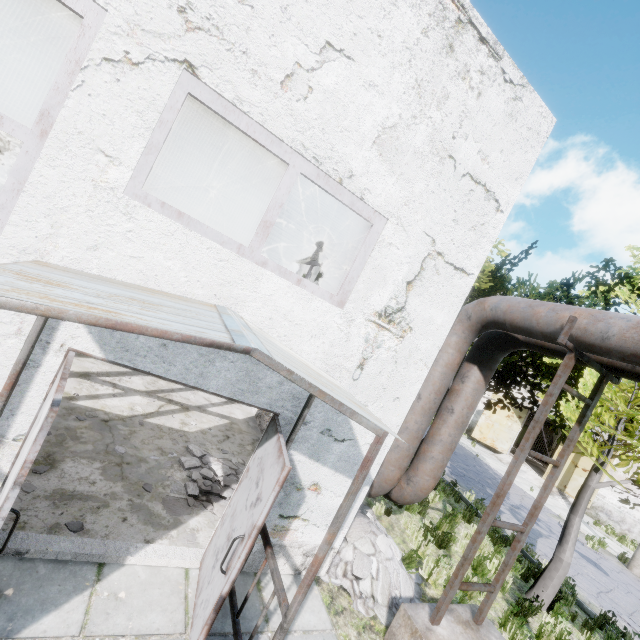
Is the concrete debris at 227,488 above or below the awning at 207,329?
below

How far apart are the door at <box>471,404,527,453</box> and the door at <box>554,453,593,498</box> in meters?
2.7

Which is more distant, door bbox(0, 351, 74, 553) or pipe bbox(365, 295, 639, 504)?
pipe bbox(365, 295, 639, 504)

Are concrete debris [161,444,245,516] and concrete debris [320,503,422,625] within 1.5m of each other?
yes

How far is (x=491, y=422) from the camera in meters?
24.9

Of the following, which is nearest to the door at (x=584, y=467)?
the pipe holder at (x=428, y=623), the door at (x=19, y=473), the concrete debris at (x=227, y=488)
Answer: the pipe holder at (x=428, y=623)

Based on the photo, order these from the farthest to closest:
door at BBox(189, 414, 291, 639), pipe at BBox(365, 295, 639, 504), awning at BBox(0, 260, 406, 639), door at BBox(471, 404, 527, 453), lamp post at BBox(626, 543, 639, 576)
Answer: door at BBox(471, 404, 527, 453) → lamp post at BBox(626, 543, 639, 576) → pipe at BBox(365, 295, 639, 504) → door at BBox(189, 414, 291, 639) → awning at BBox(0, 260, 406, 639)

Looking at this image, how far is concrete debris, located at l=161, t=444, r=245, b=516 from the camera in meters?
4.9
